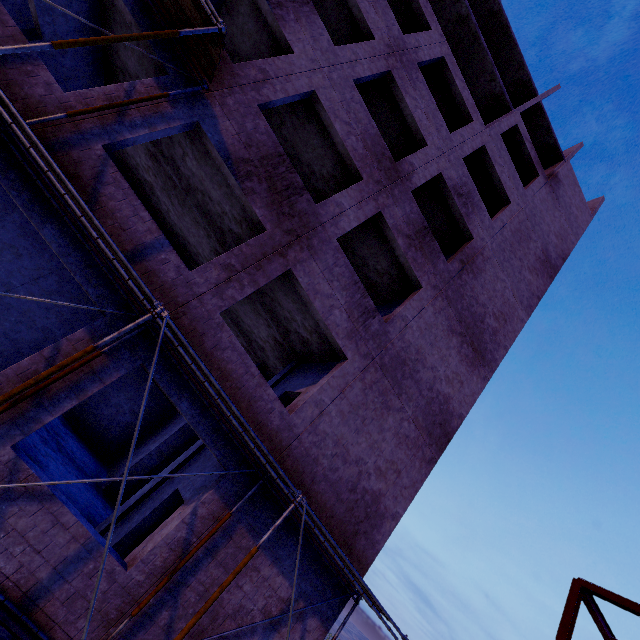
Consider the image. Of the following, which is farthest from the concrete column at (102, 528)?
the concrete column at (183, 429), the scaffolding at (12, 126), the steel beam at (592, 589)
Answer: the steel beam at (592, 589)

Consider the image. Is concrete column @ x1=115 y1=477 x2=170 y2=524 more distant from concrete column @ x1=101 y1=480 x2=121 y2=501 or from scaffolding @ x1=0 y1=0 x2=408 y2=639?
scaffolding @ x1=0 y1=0 x2=408 y2=639

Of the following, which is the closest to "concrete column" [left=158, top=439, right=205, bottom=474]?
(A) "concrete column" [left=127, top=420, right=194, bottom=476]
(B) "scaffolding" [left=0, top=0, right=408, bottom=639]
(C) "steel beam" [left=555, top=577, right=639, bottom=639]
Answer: (A) "concrete column" [left=127, top=420, right=194, bottom=476]

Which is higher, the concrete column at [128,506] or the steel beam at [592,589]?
the steel beam at [592,589]

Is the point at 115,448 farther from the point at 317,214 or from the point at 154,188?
the point at 317,214

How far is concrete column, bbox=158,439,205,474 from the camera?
9.64m

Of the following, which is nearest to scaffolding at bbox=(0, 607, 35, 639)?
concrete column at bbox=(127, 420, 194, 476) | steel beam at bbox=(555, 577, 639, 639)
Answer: concrete column at bbox=(127, 420, 194, 476)

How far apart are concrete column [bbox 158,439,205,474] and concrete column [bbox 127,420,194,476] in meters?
3.4 m
